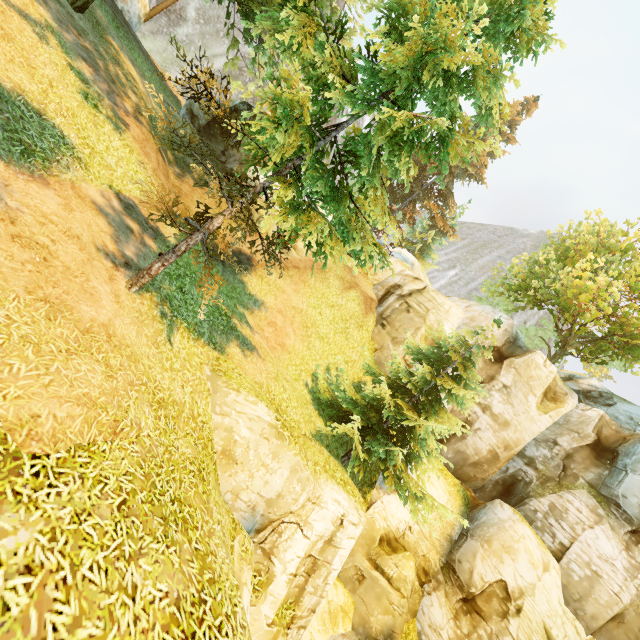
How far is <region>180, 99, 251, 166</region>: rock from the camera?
19.3m

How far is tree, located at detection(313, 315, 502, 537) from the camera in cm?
1273

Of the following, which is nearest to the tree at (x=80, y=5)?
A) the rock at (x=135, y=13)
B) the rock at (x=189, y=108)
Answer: the rock at (x=189, y=108)

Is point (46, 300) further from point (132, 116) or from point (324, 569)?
point (132, 116)

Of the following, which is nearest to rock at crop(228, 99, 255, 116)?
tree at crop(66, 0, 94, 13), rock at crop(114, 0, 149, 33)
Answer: tree at crop(66, 0, 94, 13)

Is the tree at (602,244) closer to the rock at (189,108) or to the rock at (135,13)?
the rock at (189,108)
